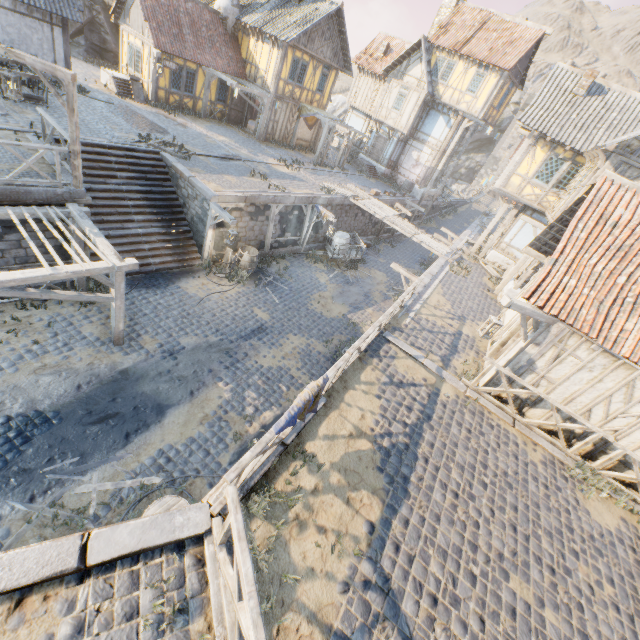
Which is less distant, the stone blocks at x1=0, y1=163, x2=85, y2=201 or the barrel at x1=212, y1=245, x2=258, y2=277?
the stone blocks at x1=0, y1=163, x2=85, y2=201

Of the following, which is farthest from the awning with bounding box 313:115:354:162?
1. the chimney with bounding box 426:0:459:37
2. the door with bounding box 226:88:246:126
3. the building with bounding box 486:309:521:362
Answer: the building with bounding box 486:309:521:362

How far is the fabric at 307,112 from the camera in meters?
23.0

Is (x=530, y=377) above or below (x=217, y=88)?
below

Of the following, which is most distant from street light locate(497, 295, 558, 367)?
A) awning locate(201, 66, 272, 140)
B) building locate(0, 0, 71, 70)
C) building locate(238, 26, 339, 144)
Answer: building locate(238, 26, 339, 144)

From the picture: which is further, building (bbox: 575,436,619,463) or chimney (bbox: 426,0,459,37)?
chimney (bbox: 426,0,459,37)

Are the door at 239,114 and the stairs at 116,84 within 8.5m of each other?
yes

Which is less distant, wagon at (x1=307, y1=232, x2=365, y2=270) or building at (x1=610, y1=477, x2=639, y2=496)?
building at (x1=610, y1=477, x2=639, y2=496)
